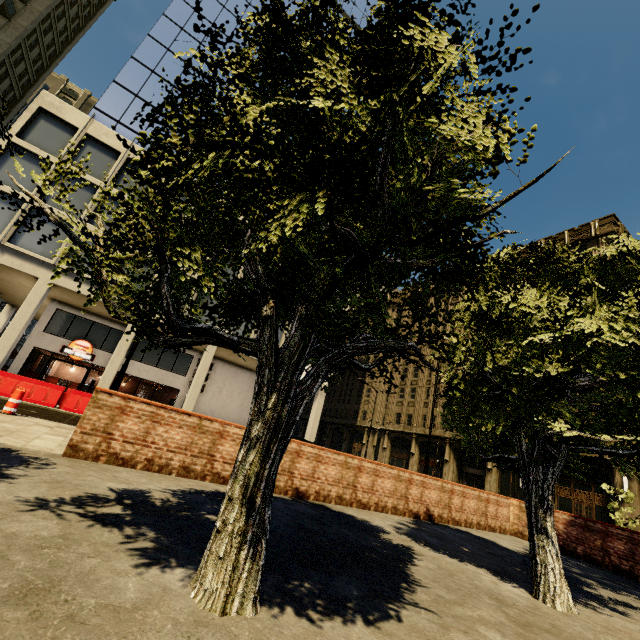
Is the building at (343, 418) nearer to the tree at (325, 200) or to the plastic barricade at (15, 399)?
the tree at (325, 200)

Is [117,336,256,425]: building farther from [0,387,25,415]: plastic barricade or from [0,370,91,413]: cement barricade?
[0,387,25,415]: plastic barricade

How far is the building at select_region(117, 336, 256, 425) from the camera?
23.5 meters

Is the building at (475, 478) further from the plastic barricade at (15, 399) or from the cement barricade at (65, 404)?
the plastic barricade at (15, 399)

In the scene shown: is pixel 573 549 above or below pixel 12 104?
below

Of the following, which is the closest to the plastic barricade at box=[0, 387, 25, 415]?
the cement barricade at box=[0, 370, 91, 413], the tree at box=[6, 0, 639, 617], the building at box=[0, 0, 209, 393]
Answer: the cement barricade at box=[0, 370, 91, 413]

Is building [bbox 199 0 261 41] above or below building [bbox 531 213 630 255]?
above
